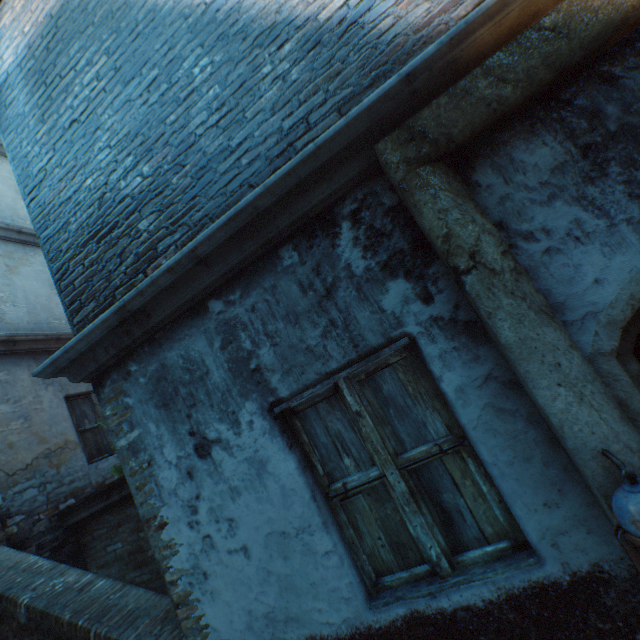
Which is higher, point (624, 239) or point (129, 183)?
point (129, 183)
